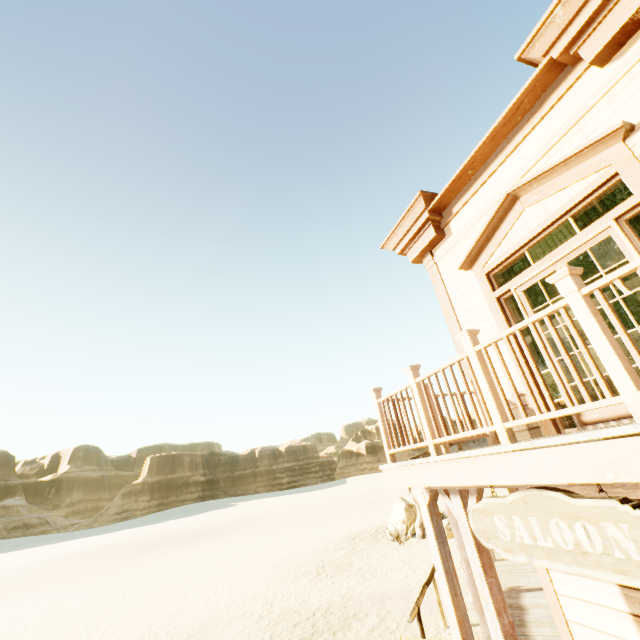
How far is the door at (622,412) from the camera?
3.6 meters

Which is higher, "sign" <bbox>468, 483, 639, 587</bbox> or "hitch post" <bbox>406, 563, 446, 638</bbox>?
"sign" <bbox>468, 483, 639, 587</bbox>

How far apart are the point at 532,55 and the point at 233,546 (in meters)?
26.83

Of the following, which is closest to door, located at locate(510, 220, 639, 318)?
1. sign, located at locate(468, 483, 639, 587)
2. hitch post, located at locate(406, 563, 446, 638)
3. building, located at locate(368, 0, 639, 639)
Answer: building, located at locate(368, 0, 639, 639)

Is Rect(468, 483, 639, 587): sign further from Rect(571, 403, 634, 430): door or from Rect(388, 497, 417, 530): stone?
Rect(388, 497, 417, 530): stone

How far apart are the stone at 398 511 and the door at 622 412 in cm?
1444

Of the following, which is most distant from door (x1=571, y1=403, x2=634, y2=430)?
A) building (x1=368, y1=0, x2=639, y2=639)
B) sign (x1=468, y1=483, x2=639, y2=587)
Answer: sign (x1=468, y1=483, x2=639, y2=587)

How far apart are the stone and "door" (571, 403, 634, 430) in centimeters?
1444cm
